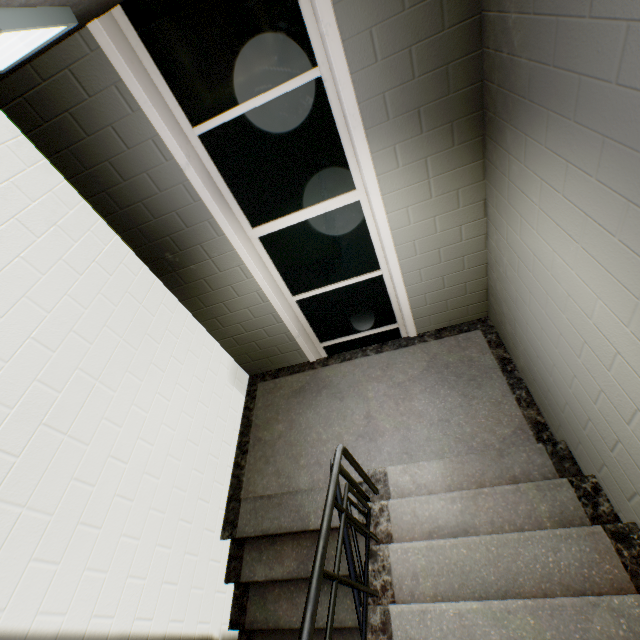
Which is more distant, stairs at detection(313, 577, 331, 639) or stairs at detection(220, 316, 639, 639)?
stairs at detection(313, 577, 331, 639)

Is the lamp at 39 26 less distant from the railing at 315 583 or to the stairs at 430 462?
the stairs at 430 462

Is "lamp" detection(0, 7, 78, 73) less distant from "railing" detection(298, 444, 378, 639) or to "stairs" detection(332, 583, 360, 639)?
"stairs" detection(332, 583, 360, 639)

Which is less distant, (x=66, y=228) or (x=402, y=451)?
(x=66, y=228)

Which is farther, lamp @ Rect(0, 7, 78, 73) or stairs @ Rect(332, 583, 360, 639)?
stairs @ Rect(332, 583, 360, 639)

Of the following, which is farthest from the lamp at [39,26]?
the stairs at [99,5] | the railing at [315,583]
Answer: the railing at [315,583]
